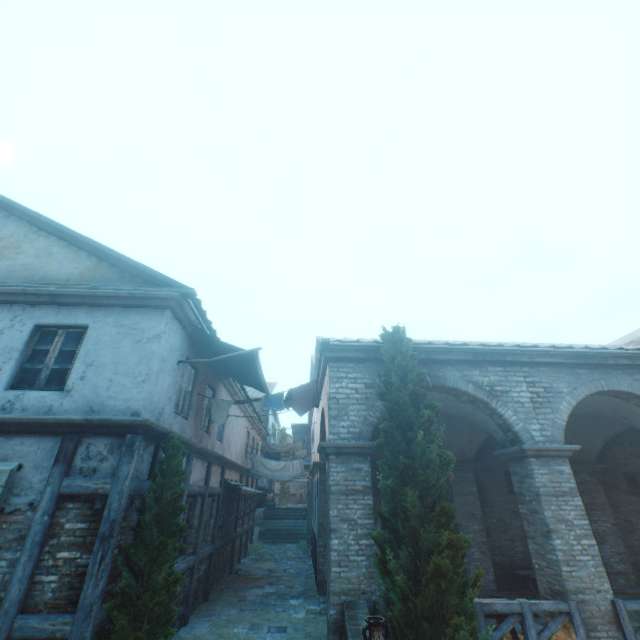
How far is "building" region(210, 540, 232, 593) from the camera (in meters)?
10.80

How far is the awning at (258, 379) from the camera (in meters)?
7.38

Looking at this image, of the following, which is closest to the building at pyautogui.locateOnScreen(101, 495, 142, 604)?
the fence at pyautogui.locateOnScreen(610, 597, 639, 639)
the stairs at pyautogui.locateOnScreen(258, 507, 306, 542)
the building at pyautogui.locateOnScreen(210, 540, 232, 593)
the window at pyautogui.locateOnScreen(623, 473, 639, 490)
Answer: the stairs at pyautogui.locateOnScreen(258, 507, 306, 542)

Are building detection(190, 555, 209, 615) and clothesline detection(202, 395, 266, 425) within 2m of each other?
no

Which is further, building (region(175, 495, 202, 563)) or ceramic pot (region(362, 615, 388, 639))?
building (region(175, 495, 202, 563))

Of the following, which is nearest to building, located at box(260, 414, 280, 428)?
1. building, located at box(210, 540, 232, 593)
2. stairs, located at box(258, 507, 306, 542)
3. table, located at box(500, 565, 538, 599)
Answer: stairs, located at box(258, 507, 306, 542)

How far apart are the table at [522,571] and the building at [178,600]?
10.0 meters

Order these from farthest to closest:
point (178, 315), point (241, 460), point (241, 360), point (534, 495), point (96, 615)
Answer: point (241, 460), point (241, 360), point (534, 495), point (178, 315), point (96, 615)
